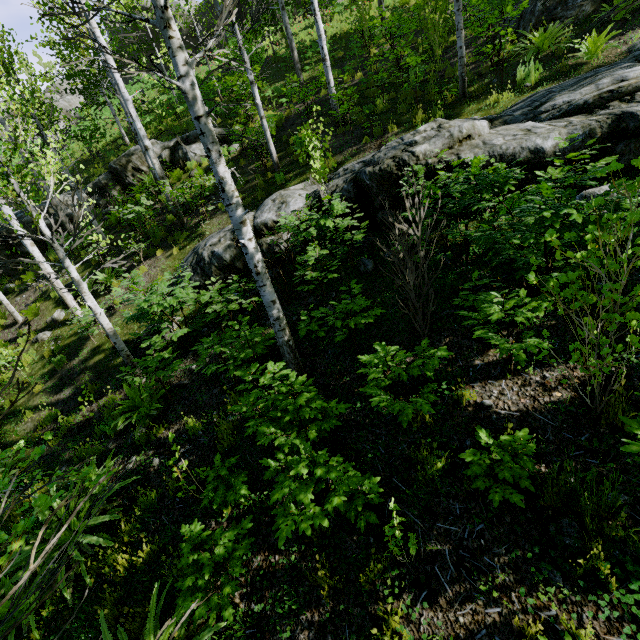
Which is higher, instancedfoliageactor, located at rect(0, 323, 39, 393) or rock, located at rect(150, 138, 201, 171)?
rock, located at rect(150, 138, 201, 171)

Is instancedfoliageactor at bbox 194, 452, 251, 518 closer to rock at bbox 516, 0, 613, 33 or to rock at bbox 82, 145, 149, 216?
rock at bbox 82, 145, 149, 216

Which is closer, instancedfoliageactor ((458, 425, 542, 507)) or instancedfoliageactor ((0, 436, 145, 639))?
instancedfoliageactor ((0, 436, 145, 639))

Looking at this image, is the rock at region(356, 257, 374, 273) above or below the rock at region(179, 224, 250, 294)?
below

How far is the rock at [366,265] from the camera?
6.0m

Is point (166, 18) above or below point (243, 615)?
above

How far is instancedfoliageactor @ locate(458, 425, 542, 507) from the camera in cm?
269

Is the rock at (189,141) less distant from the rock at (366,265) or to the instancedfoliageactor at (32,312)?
the instancedfoliageactor at (32,312)
